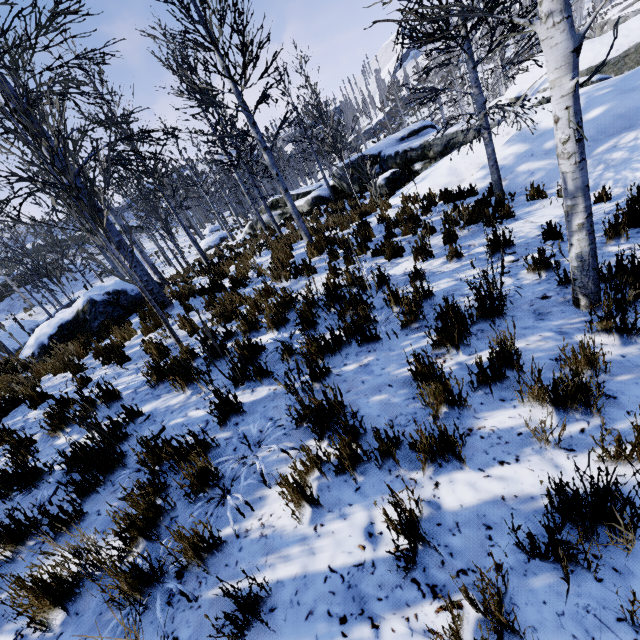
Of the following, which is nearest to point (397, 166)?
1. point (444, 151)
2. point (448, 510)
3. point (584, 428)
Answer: point (444, 151)

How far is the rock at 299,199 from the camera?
18.23m

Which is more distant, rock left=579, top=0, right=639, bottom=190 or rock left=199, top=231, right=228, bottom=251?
rock left=199, top=231, right=228, bottom=251

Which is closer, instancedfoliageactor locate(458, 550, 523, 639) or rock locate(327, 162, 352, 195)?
instancedfoliageactor locate(458, 550, 523, 639)

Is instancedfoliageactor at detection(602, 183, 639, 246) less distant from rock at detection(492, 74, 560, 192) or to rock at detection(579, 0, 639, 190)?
rock at detection(579, 0, 639, 190)

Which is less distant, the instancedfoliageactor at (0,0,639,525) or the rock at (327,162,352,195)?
the instancedfoliageactor at (0,0,639,525)

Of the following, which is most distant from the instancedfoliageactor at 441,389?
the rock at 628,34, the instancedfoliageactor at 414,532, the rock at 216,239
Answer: the instancedfoliageactor at 414,532

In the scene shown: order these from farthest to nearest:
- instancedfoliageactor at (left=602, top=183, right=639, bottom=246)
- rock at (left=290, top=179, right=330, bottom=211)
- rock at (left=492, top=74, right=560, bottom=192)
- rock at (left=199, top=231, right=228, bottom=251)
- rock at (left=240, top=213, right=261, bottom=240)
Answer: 1. rock at (left=199, top=231, right=228, bottom=251)
2. rock at (left=240, top=213, right=261, bottom=240)
3. rock at (left=290, top=179, right=330, bottom=211)
4. rock at (left=492, top=74, right=560, bottom=192)
5. instancedfoliageactor at (left=602, top=183, right=639, bottom=246)
